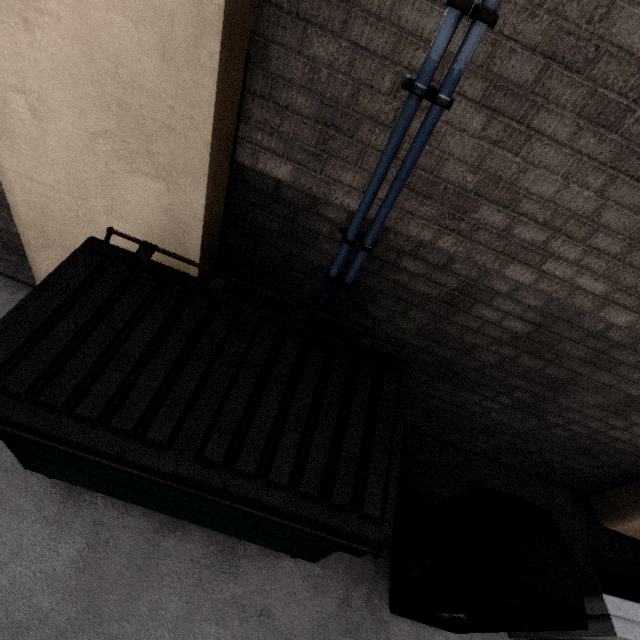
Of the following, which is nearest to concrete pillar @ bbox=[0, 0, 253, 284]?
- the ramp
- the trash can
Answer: the trash can

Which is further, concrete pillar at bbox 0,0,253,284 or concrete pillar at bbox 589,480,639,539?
concrete pillar at bbox 589,480,639,539

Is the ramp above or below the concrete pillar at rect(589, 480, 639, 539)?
above

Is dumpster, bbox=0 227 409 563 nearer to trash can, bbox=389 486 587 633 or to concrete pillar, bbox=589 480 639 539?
trash can, bbox=389 486 587 633

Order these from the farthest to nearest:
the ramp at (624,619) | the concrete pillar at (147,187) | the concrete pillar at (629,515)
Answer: the concrete pillar at (629,515) → the ramp at (624,619) → the concrete pillar at (147,187)

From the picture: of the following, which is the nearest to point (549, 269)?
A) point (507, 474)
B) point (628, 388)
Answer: point (628, 388)

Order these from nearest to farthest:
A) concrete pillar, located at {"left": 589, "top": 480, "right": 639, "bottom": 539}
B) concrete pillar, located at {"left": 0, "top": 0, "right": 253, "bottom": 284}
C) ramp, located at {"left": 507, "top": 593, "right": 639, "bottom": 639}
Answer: concrete pillar, located at {"left": 0, "top": 0, "right": 253, "bottom": 284} → ramp, located at {"left": 507, "top": 593, "right": 639, "bottom": 639} → concrete pillar, located at {"left": 589, "top": 480, "right": 639, "bottom": 539}

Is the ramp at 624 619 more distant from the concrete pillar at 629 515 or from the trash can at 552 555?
the concrete pillar at 629 515
